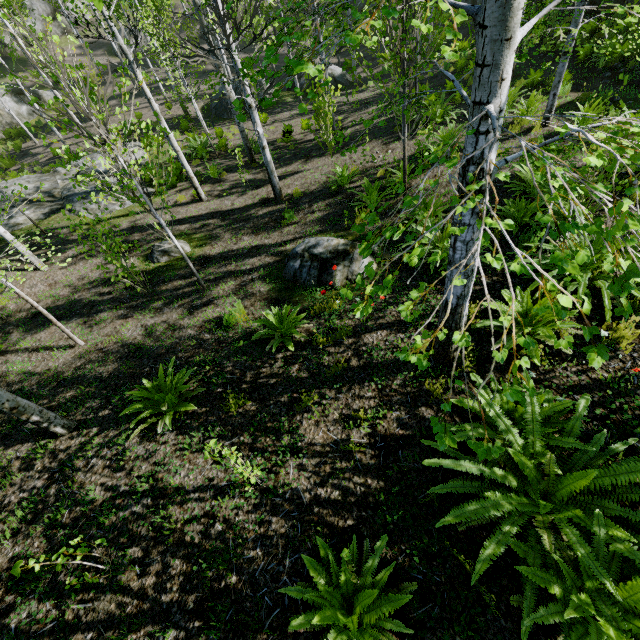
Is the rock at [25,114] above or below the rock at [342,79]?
above

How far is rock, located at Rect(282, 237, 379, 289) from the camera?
6.12m

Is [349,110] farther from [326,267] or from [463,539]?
[463,539]

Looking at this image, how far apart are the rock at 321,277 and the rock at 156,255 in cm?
324

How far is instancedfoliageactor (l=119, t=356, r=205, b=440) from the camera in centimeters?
433cm

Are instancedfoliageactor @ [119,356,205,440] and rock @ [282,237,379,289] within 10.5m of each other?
yes

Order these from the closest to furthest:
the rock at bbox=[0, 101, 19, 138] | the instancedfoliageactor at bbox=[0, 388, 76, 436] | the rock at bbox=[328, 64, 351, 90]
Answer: the instancedfoliageactor at bbox=[0, 388, 76, 436], the rock at bbox=[328, 64, 351, 90], the rock at bbox=[0, 101, 19, 138]

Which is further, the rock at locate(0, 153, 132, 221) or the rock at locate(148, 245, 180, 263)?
the rock at locate(0, 153, 132, 221)
